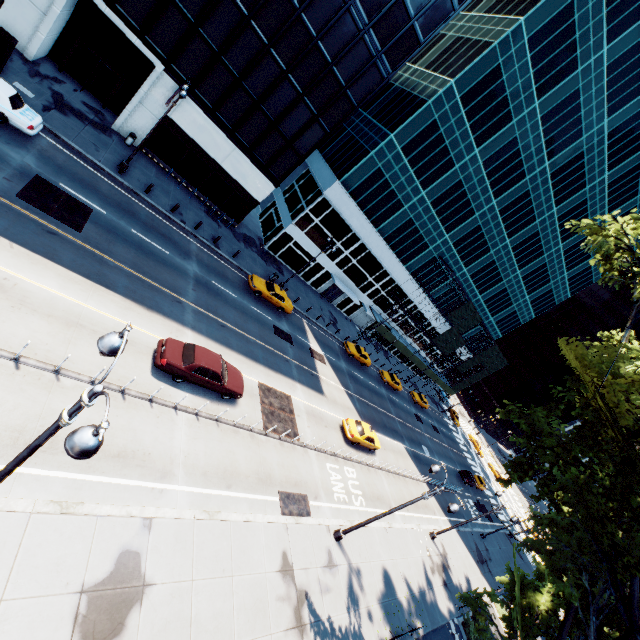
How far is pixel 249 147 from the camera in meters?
28.5 m

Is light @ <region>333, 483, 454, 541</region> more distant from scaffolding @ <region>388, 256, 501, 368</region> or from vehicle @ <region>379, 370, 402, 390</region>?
scaffolding @ <region>388, 256, 501, 368</region>

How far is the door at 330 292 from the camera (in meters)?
43.88

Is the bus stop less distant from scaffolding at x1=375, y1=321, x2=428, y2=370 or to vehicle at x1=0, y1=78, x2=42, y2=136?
vehicle at x1=0, y1=78, x2=42, y2=136

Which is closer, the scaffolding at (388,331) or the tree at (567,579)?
the tree at (567,579)

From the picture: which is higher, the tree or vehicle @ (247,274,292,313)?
the tree

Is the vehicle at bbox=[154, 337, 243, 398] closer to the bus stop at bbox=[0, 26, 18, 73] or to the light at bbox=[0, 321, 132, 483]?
the light at bbox=[0, 321, 132, 483]

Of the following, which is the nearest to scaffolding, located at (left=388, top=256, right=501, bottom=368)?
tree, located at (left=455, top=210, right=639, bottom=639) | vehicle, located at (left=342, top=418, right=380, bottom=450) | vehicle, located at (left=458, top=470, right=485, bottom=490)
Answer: vehicle, located at (left=458, top=470, right=485, bottom=490)
